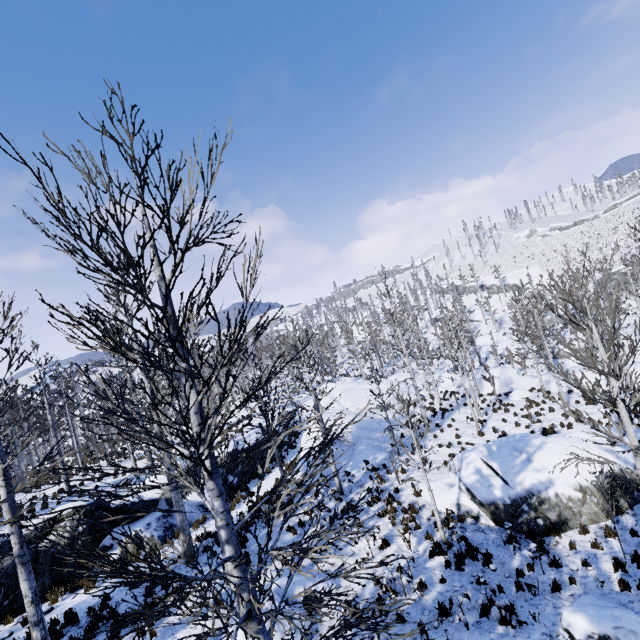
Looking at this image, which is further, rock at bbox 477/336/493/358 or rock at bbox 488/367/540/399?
rock at bbox 477/336/493/358

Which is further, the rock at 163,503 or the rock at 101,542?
the rock at 163,503

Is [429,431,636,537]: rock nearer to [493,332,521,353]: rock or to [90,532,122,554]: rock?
[90,532,122,554]: rock

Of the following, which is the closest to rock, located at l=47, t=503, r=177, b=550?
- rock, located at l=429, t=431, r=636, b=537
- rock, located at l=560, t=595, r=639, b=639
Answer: rock, located at l=429, t=431, r=636, b=537

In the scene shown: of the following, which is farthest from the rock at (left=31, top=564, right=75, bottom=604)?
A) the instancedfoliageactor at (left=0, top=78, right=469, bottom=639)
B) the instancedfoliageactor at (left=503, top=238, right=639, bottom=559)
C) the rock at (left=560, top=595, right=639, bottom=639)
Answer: the rock at (left=560, top=595, right=639, bottom=639)

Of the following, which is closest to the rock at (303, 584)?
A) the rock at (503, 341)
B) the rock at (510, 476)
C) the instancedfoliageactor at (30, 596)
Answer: the instancedfoliageactor at (30, 596)

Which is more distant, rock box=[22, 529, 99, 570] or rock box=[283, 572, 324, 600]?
rock box=[22, 529, 99, 570]

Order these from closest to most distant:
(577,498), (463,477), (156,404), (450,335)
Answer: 1. (156,404)
2. (577,498)
3. (463,477)
4. (450,335)
